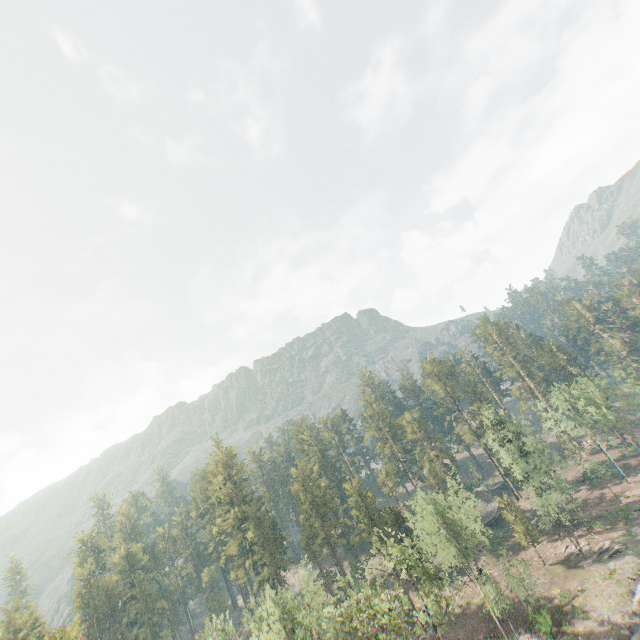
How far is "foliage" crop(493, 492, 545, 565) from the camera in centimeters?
4847cm

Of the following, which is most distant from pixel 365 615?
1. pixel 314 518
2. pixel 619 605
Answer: pixel 314 518

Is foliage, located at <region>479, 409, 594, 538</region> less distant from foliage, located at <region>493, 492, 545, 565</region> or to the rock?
the rock

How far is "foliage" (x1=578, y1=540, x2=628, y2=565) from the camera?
43.2m

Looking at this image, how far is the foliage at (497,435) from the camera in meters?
47.8 m

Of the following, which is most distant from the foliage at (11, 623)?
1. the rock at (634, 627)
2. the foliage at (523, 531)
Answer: the foliage at (523, 531)
